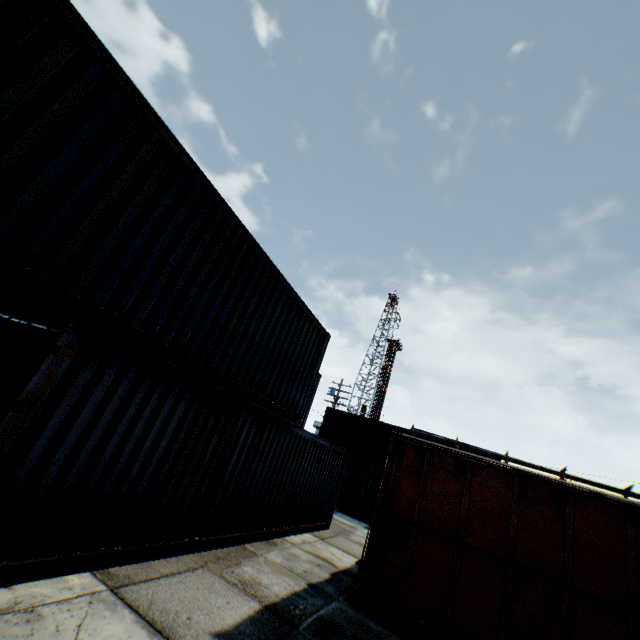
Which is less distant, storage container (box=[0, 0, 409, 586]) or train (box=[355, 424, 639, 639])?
storage container (box=[0, 0, 409, 586])

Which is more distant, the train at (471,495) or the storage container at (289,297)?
the train at (471,495)

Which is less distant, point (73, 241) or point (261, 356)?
point (73, 241)
